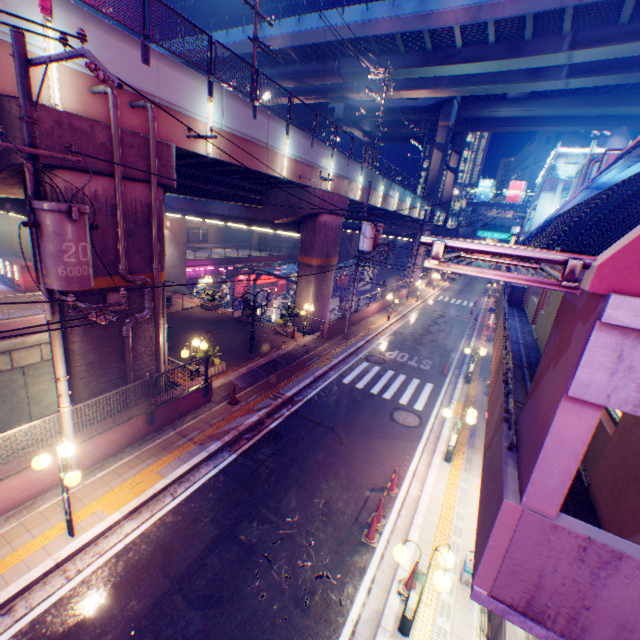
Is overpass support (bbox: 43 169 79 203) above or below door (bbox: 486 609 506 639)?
above

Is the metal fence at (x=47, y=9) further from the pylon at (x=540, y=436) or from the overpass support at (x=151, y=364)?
the pylon at (x=540, y=436)

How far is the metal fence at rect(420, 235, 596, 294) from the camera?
2.3 meters

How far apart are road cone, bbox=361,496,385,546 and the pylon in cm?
541

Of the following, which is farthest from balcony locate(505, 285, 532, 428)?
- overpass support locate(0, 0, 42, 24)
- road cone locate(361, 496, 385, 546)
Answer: overpass support locate(0, 0, 42, 24)

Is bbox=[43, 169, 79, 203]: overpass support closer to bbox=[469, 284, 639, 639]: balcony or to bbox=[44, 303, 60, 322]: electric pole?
bbox=[44, 303, 60, 322]: electric pole

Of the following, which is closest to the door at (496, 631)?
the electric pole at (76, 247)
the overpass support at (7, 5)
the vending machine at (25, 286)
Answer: the electric pole at (76, 247)

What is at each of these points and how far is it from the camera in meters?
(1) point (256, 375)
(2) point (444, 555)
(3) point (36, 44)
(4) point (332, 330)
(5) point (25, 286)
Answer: (1) concrete curb, 15.3 m
(2) street lamp, 5.7 m
(3) overpass support, 7.6 m
(4) concrete block, 21.5 m
(5) vending machine, 21.9 m
